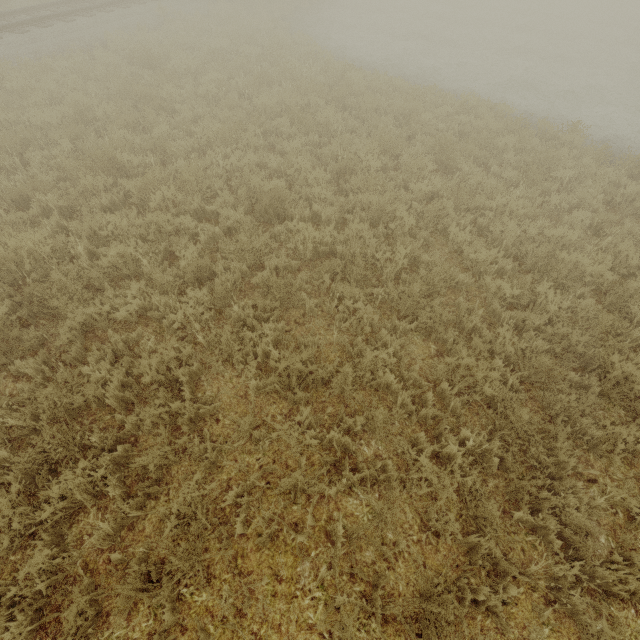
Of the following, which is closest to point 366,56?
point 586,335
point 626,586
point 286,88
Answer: point 286,88
